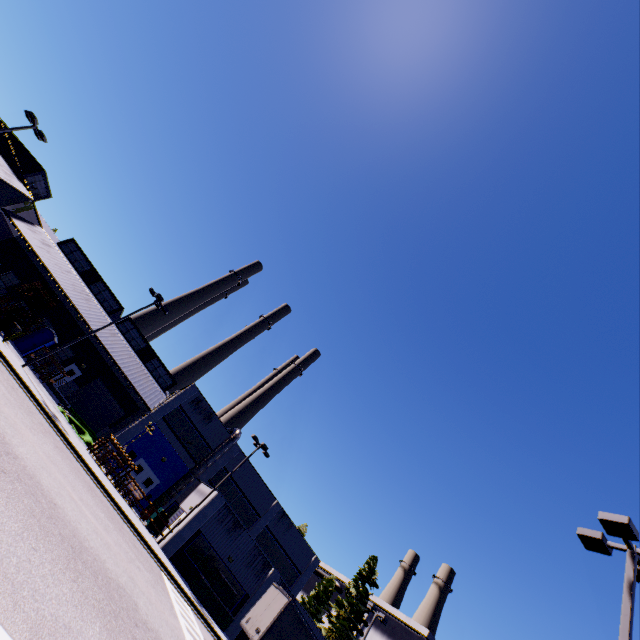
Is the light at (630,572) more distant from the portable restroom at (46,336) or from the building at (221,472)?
the portable restroom at (46,336)

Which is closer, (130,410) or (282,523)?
(282,523)

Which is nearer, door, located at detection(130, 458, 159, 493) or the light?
the light

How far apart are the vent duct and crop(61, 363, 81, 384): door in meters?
4.7

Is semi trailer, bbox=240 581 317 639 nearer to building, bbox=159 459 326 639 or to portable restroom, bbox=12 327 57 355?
building, bbox=159 459 326 639

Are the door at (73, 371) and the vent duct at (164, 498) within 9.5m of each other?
yes

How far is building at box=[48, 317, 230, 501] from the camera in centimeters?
3092cm

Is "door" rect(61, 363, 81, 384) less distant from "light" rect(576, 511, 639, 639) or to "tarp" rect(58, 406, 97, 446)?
"tarp" rect(58, 406, 97, 446)
